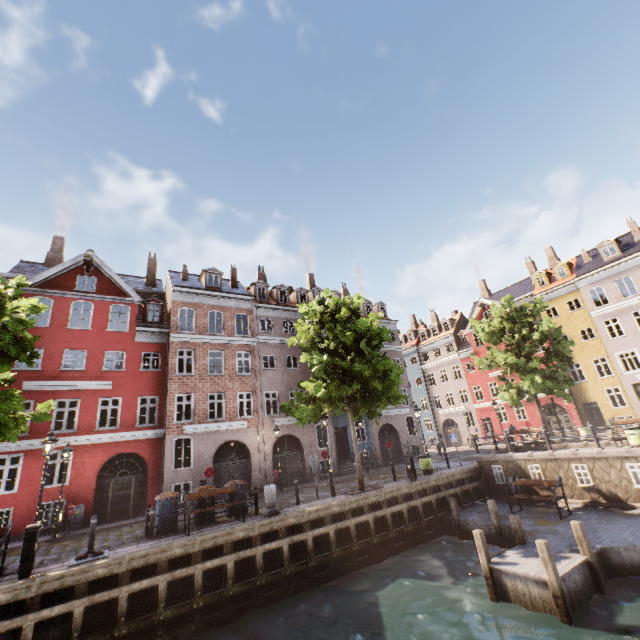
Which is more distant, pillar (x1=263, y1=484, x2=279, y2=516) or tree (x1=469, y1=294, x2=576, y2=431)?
tree (x1=469, y1=294, x2=576, y2=431)

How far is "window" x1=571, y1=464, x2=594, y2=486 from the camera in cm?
1427

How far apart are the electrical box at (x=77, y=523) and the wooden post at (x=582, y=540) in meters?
20.8 m

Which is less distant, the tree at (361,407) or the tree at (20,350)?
the tree at (20,350)

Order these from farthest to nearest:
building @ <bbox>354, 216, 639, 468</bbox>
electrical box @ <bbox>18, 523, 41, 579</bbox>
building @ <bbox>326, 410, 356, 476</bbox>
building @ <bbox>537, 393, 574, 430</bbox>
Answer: building @ <bbox>537, 393, 574, 430</bbox>
building @ <bbox>354, 216, 639, 468</bbox>
building @ <bbox>326, 410, 356, 476</bbox>
electrical box @ <bbox>18, 523, 41, 579</bbox>

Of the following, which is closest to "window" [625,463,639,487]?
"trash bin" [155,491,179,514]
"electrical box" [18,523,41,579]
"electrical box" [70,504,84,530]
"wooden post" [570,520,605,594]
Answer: "wooden post" [570,520,605,594]

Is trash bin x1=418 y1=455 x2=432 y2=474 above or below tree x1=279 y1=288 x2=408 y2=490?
below

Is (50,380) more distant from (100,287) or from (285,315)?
A: (285,315)
